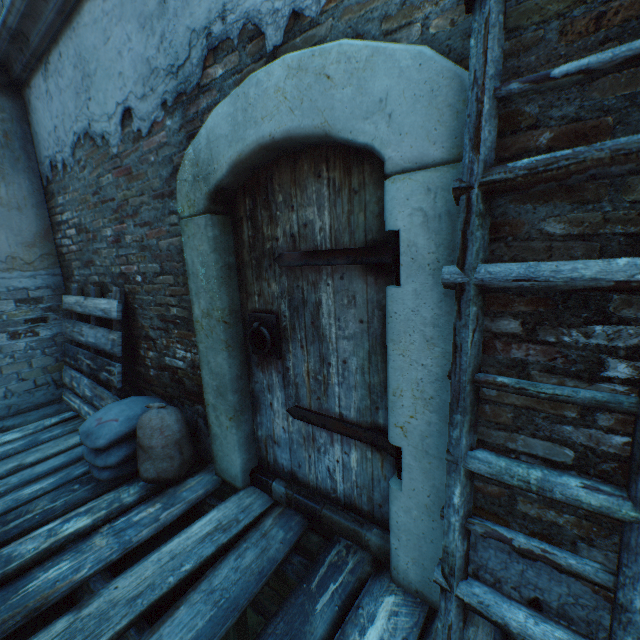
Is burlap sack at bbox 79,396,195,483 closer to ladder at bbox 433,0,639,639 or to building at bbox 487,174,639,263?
building at bbox 487,174,639,263

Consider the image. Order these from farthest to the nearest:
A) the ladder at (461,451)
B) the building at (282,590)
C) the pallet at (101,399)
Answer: the pallet at (101,399) → the building at (282,590) → the ladder at (461,451)

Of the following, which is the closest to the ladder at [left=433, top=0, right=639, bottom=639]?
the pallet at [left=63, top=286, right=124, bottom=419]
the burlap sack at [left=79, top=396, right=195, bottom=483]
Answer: the burlap sack at [left=79, top=396, right=195, bottom=483]

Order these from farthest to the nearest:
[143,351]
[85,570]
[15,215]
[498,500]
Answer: [15,215], [143,351], [85,570], [498,500]

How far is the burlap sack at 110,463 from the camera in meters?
2.4 m

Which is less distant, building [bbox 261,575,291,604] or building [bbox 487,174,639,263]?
building [bbox 487,174,639,263]

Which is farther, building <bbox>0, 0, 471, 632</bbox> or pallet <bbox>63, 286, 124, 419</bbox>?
pallet <bbox>63, 286, 124, 419</bbox>

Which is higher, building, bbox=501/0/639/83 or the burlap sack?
building, bbox=501/0/639/83
